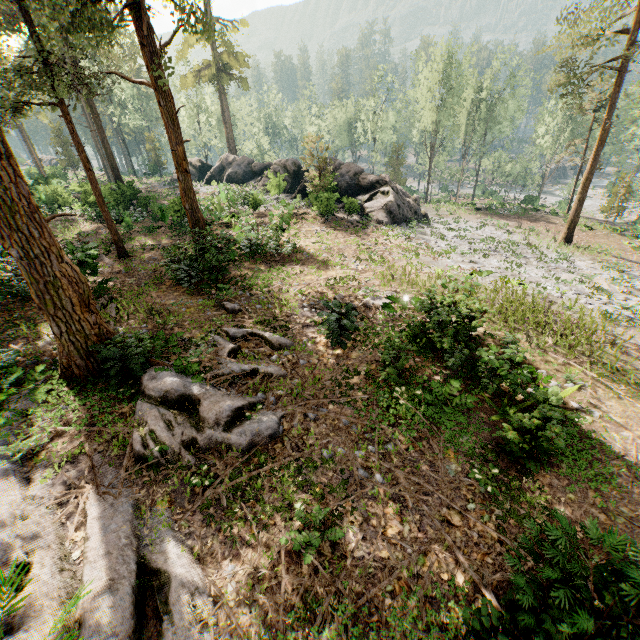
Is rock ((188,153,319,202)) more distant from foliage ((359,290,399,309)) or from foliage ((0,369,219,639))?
foliage ((359,290,399,309))

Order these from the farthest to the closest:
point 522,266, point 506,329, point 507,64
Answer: point 507,64 < point 522,266 < point 506,329

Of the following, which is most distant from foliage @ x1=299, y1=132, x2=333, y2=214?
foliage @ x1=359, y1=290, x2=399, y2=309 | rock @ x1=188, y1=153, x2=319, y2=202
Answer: foliage @ x1=359, y1=290, x2=399, y2=309

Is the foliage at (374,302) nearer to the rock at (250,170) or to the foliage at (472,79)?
the foliage at (472,79)

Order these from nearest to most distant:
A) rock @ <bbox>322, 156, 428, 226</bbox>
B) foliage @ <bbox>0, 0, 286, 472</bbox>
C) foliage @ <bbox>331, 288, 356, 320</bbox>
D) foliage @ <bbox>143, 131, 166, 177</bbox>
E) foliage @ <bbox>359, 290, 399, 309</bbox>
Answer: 1. foliage @ <bbox>0, 0, 286, 472</bbox>
2. foliage @ <bbox>331, 288, 356, 320</bbox>
3. foliage @ <bbox>359, 290, 399, 309</bbox>
4. rock @ <bbox>322, 156, 428, 226</bbox>
5. foliage @ <bbox>143, 131, 166, 177</bbox>

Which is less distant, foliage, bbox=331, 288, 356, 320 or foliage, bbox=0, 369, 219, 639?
foliage, bbox=0, 369, 219, 639

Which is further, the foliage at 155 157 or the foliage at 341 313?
the foliage at 155 157

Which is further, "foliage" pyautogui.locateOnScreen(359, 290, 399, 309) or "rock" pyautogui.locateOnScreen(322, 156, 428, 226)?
"rock" pyautogui.locateOnScreen(322, 156, 428, 226)
